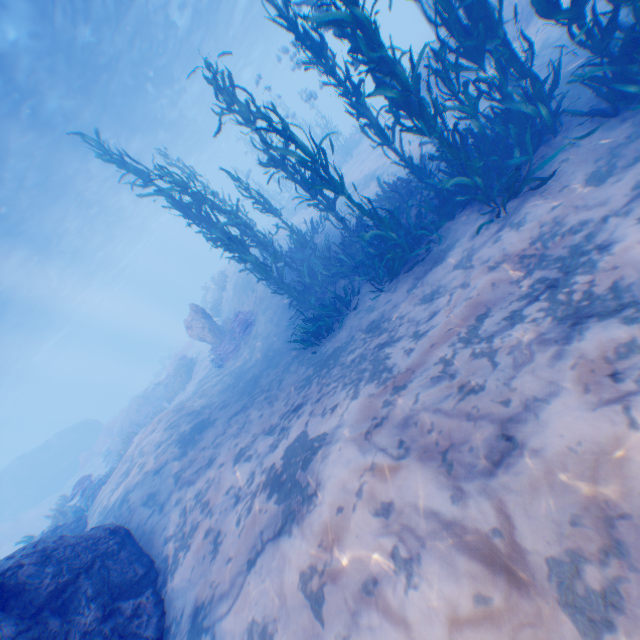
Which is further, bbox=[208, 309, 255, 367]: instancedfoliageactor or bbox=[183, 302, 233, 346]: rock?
bbox=[183, 302, 233, 346]: rock

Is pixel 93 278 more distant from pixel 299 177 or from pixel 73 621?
pixel 73 621

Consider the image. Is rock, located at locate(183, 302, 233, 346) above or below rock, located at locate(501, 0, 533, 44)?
above

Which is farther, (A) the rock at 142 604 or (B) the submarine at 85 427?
(B) the submarine at 85 427

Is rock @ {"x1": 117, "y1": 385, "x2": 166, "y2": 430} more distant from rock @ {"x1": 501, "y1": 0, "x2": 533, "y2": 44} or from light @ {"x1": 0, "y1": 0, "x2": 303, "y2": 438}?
light @ {"x1": 0, "y1": 0, "x2": 303, "y2": 438}

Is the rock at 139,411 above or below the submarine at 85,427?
below

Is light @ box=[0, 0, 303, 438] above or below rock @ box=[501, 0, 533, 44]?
above

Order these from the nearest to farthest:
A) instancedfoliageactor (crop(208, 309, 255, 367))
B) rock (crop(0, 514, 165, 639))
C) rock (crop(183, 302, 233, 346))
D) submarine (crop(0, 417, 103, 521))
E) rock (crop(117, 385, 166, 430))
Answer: rock (crop(0, 514, 165, 639)) < instancedfoliageactor (crop(208, 309, 255, 367)) < rock (crop(183, 302, 233, 346)) < rock (crop(117, 385, 166, 430)) < submarine (crop(0, 417, 103, 521))
